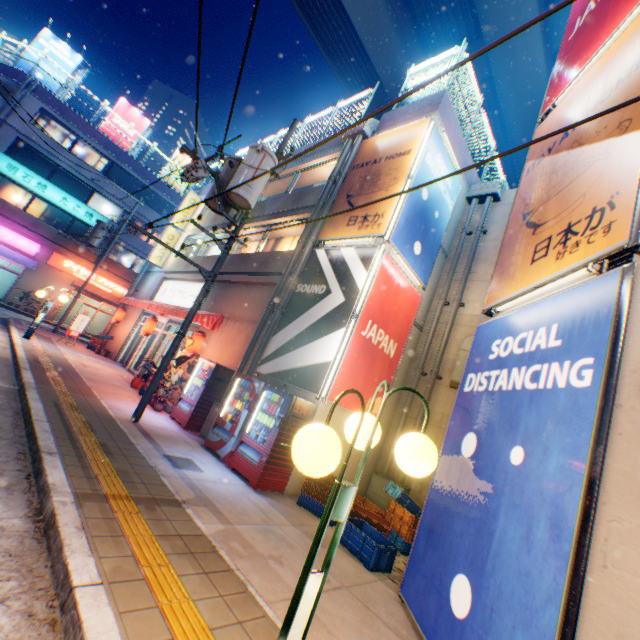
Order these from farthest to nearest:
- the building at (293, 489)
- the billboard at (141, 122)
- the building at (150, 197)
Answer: the building at (150, 197)
the billboard at (141, 122)
the building at (293, 489)

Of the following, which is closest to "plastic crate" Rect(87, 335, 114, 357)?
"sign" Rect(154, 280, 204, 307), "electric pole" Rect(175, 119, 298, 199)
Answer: "sign" Rect(154, 280, 204, 307)

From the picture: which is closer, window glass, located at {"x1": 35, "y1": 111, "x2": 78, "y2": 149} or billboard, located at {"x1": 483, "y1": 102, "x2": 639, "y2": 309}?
billboard, located at {"x1": 483, "y1": 102, "x2": 639, "y2": 309}

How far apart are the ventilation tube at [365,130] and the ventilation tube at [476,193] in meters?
4.0 m

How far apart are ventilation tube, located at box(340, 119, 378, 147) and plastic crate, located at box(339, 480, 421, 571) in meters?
11.0

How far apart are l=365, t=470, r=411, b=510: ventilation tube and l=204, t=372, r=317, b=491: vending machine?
3.1m

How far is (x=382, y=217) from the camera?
9.1m

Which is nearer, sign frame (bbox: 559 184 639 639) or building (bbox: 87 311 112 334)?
sign frame (bbox: 559 184 639 639)
